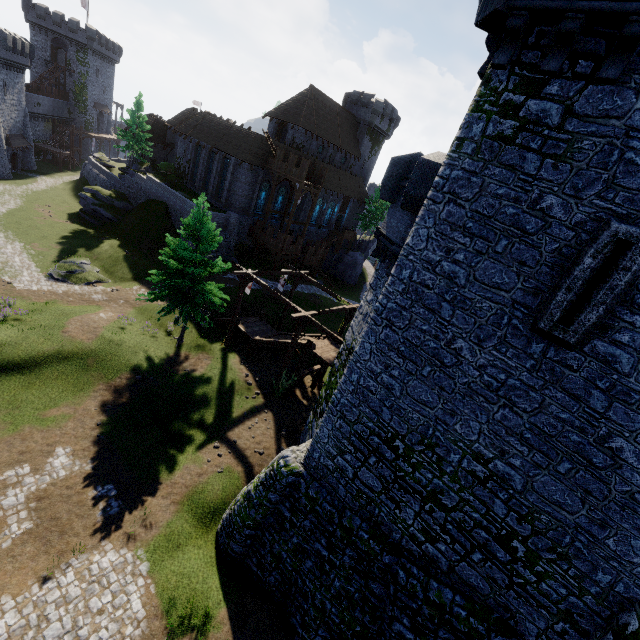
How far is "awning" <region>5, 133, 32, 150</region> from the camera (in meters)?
44.25

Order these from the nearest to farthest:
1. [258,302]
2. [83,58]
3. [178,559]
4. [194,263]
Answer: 1. [178,559]
2. [194,263]
3. [258,302]
4. [83,58]

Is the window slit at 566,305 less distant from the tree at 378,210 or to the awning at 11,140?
the tree at 378,210

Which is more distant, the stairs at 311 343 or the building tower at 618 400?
the stairs at 311 343

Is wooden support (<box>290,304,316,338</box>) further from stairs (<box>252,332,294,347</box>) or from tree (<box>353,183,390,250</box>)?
tree (<box>353,183,390,250</box>)

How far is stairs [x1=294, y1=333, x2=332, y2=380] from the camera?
22.0 meters

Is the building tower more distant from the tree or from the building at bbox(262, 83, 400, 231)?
the tree

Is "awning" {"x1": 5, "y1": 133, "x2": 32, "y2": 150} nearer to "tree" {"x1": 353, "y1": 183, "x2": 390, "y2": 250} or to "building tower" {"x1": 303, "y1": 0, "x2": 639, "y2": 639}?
"tree" {"x1": 353, "y1": 183, "x2": 390, "y2": 250}
